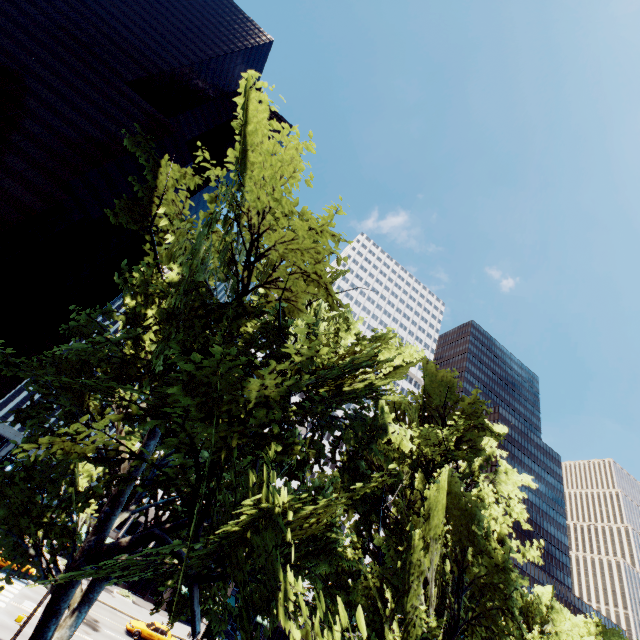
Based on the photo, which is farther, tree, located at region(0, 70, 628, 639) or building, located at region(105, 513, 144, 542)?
building, located at region(105, 513, 144, 542)

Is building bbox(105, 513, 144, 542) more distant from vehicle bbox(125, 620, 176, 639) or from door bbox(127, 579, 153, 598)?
vehicle bbox(125, 620, 176, 639)

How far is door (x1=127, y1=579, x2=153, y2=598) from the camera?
43.4m

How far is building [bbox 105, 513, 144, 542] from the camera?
44.34m

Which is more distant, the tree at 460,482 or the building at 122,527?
the building at 122,527

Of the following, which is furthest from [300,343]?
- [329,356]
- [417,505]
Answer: [417,505]

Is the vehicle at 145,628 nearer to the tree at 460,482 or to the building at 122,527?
the building at 122,527

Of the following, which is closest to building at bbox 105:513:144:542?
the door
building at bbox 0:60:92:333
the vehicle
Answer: the door
